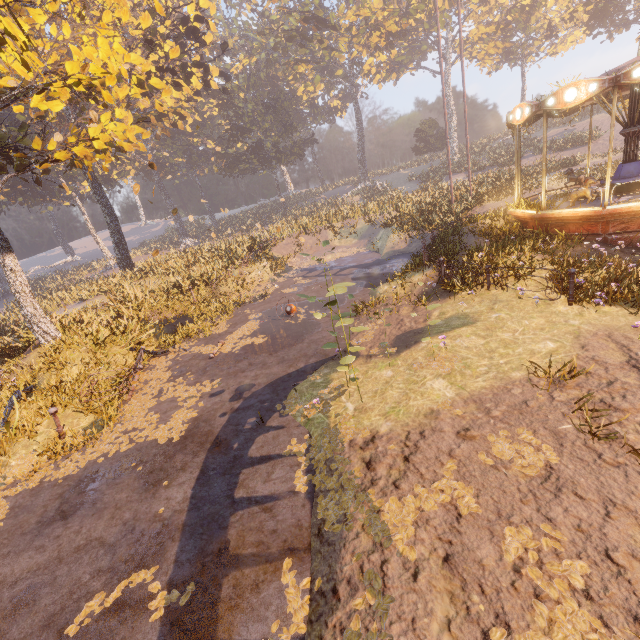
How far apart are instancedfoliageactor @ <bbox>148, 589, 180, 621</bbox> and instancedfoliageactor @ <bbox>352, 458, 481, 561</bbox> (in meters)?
1.79

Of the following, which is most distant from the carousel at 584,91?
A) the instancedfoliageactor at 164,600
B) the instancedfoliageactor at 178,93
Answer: the instancedfoliageactor at 164,600

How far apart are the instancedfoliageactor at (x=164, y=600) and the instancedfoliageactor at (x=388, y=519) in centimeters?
179cm

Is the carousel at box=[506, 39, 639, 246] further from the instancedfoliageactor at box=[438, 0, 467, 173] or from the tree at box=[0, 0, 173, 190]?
the tree at box=[0, 0, 173, 190]

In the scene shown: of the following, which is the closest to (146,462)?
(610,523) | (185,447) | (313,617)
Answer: (185,447)

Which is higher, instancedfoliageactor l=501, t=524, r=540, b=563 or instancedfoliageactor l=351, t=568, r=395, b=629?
instancedfoliageactor l=501, t=524, r=540, b=563

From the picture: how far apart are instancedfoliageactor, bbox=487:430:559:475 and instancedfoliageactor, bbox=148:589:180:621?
4.2m

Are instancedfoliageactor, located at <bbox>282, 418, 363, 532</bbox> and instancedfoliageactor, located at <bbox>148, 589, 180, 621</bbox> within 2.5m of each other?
yes
